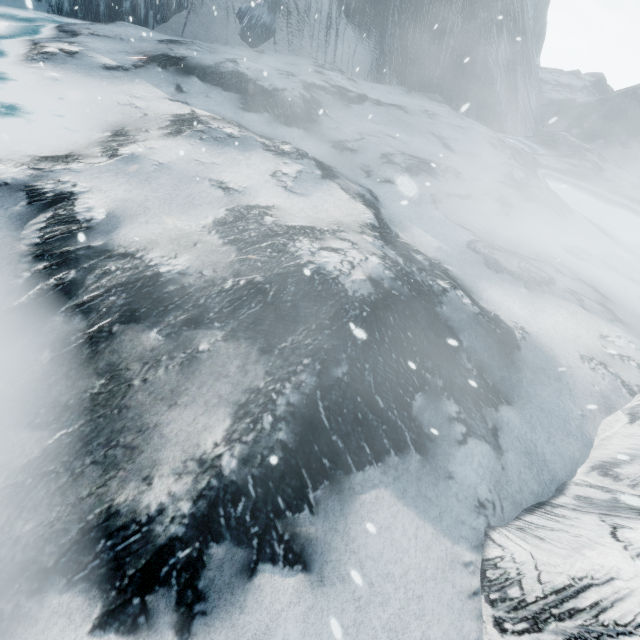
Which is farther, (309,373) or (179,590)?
(309,373)
